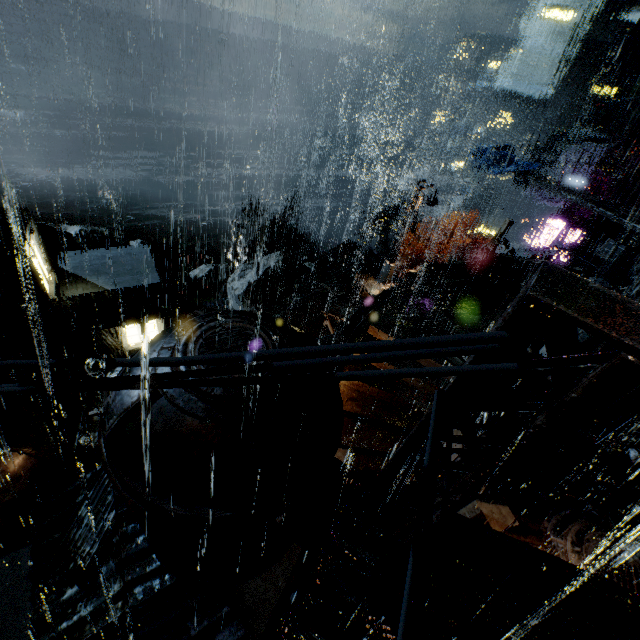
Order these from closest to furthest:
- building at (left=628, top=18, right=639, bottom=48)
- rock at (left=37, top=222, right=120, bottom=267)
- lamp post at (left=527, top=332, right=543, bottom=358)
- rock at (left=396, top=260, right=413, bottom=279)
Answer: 1. lamp post at (left=527, top=332, right=543, bottom=358)
2. rock at (left=37, top=222, right=120, bottom=267)
3. rock at (left=396, top=260, right=413, bottom=279)
4. building at (left=628, top=18, right=639, bottom=48)

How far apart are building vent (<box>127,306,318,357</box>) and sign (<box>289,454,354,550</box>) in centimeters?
1cm

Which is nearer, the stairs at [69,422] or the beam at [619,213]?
the beam at [619,213]

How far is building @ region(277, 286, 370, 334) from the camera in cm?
2161

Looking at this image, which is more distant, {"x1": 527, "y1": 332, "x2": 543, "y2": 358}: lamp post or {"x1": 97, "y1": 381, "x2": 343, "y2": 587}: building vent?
{"x1": 97, "y1": 381, "x2": 343, "y2": 587}: building vent

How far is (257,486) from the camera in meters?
4.6 m

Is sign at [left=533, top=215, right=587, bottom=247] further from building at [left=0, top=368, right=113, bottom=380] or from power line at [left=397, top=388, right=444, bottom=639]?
power line at [left=397, top=388, right=444, bottom=639]

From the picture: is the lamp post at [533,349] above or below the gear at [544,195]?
above
